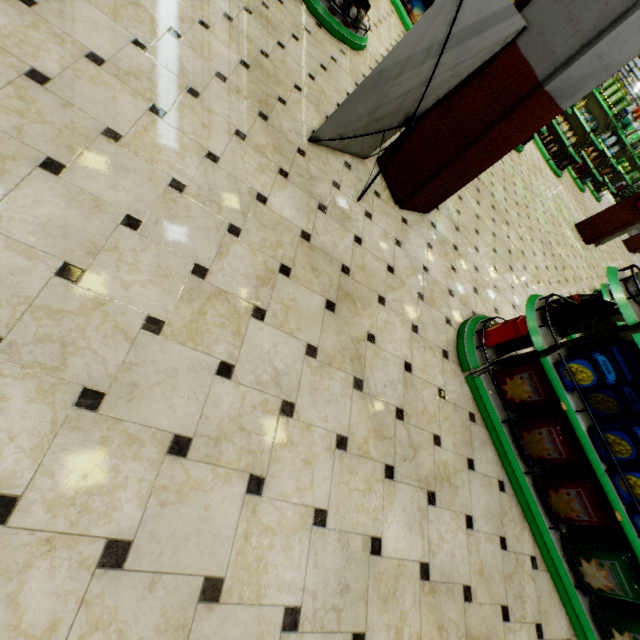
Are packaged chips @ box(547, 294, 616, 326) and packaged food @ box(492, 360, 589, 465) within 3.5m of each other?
yes

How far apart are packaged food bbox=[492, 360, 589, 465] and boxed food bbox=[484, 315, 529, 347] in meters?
0.2

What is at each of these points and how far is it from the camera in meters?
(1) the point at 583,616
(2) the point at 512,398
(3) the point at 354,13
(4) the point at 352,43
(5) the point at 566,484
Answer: (1) shelf, 2.6 m
(2) packaged food, 3.1 m
(3) packaged food, 4.4 m
(4) shelf, 4.7 m
(5) packaged food, 2.7 m

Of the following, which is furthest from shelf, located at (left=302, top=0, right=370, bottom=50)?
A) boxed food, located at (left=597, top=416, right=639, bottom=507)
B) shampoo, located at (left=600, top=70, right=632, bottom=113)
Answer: shampoo, located at (left=600, top=70, right=632, bottom=113)

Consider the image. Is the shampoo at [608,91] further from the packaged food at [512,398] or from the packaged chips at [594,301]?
the packaged food at [512,398]

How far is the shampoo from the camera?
9.8m

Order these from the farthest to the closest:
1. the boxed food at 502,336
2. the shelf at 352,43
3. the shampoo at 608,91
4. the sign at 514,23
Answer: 1. the shampoo at 608,91
2. the shelf at 352,43
3. the boxed food at 502,336
4. the sign at 514,23

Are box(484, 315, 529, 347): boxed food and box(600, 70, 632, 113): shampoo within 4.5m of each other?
no
